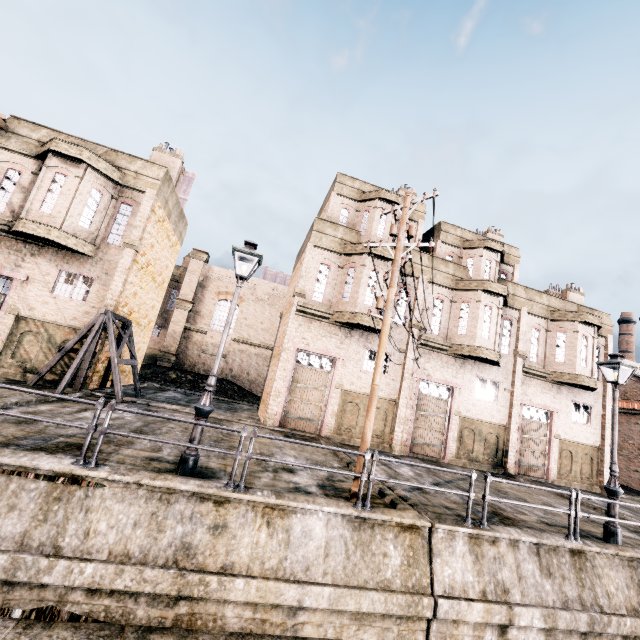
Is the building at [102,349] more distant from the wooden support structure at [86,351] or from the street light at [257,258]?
the street light at [257,258]

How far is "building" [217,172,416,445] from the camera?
17.86m

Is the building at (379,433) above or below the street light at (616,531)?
above

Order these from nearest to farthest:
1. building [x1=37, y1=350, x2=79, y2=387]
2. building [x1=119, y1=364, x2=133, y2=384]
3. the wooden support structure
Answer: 1. the wooden support structure
2. building [x1=37, y1=350, x2=79, y2=387]
3. building [x1=119, y1=364, x2=133, y2=384]

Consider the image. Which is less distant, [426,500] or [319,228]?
[426,500]

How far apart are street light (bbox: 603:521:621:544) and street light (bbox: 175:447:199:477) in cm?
1179

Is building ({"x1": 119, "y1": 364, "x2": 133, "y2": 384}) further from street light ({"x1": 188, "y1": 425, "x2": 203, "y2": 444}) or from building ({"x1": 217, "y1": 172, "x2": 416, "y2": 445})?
street light ({"x1": 188, "y1": 425, "x2": 203, "y2": 444})

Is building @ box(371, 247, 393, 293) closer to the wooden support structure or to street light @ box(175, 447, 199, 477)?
the wooden support structure
